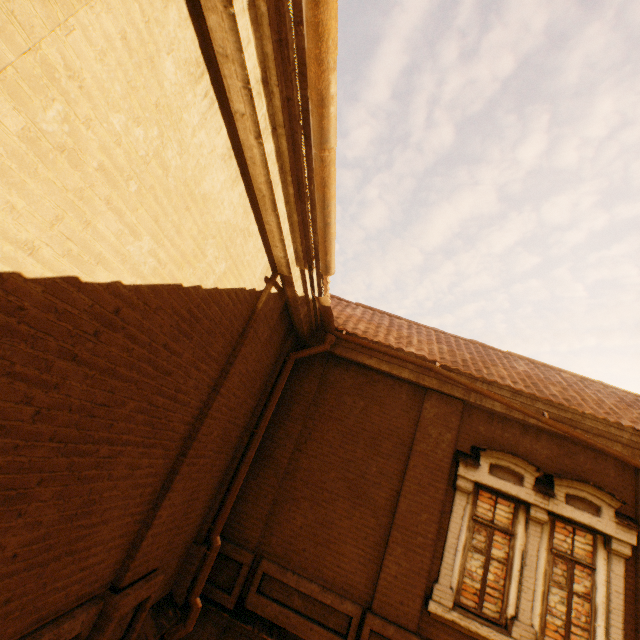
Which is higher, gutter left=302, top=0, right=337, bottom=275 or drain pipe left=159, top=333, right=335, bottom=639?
gutter left=302, top=0, right=337, bottom=275

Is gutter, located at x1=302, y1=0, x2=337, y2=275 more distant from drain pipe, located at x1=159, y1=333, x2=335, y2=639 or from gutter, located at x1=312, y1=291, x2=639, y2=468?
drain pipe, located at x1=159, y1=333, x2=335, y2=639

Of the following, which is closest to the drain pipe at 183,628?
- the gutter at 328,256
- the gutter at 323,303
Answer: the gutter at 323,303

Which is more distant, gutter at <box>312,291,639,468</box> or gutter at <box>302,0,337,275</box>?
gutter at <box>312,291,639,468</box>

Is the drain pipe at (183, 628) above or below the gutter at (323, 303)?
below

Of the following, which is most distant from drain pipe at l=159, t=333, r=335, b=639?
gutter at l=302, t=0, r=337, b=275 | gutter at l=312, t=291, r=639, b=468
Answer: gutter at l=302, t=0, r=337, b=275

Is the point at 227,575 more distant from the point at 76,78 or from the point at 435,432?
the point at 76,78
